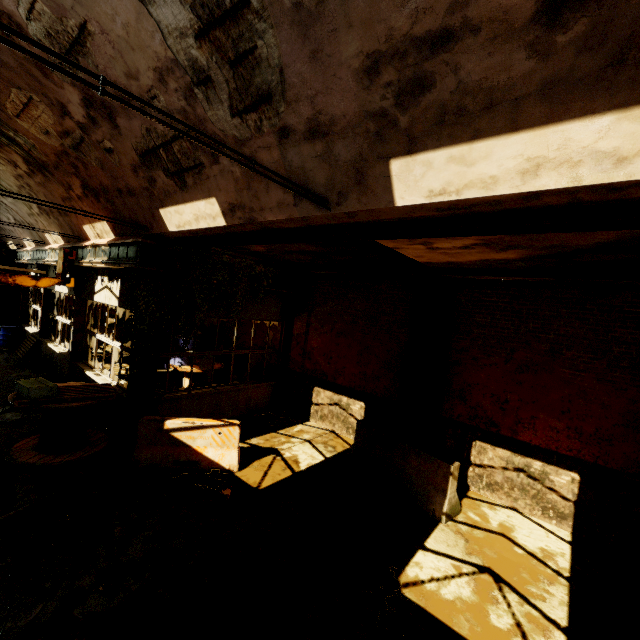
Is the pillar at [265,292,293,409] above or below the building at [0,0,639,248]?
below

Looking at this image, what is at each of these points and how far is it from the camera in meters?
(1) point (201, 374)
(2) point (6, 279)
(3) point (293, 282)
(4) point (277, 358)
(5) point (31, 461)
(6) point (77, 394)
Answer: (1) cable drum, 11.5
(2) overhead crane, 8.8
(3) beam, 10.7
(4) pillar, 11.5
(5) cable drum, 6.4
(6) wooden pallet, 6.9

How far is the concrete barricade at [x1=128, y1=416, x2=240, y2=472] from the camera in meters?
6.8

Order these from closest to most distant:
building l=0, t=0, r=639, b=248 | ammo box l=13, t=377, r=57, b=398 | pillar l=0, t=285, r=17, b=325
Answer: building l=0, t=0, r=639, b=248
ammo box l=13, t=377, r=57, b=398
pillar l=0, t=285, r=17, b=325

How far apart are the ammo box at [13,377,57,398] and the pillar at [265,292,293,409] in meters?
6.2 m

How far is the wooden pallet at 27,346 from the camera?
14.0m

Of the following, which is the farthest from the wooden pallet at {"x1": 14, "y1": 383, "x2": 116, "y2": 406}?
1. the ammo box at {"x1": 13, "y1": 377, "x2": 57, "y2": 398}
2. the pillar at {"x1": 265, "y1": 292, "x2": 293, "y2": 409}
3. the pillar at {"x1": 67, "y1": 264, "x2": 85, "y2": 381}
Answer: the pillar at {"x1": 265, "y1": 292, "x2": 293, "y2": 409}

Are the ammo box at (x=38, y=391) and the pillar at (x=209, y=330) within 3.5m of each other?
no
